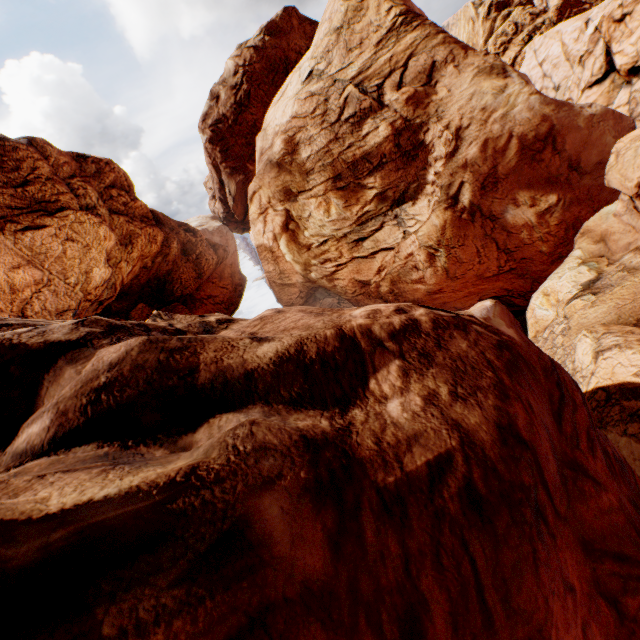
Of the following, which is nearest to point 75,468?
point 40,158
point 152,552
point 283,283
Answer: point 152,552
